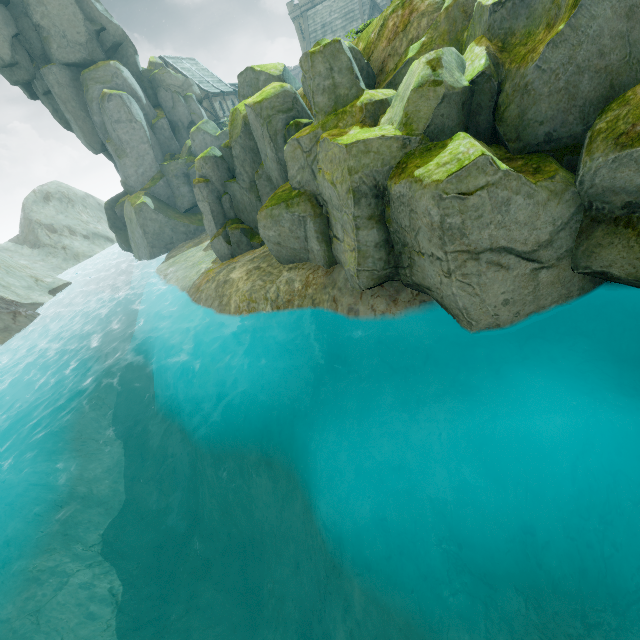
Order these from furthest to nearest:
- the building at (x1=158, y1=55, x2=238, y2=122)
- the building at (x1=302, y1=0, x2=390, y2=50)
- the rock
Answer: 1. the building at (x1=302, y1=0, x2=390, y2=50)
2. the building at (x1=158, y1=55, x2=238, y2=122)
3. the rock

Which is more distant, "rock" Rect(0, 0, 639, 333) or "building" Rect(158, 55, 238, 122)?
"building" Rect(158, 55, 238, 122)

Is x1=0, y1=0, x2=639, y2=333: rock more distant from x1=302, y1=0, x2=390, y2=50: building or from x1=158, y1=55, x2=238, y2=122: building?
x1=302, y1=0, x2=390, y2=50: building

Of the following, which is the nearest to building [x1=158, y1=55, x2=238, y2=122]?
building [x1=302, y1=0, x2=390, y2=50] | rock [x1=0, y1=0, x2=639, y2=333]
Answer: rock [x1=0, y1=0, x2=639, y2=333]

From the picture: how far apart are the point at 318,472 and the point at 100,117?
39.0m

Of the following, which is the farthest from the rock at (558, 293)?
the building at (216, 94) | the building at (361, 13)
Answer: the building at (361, 13)
